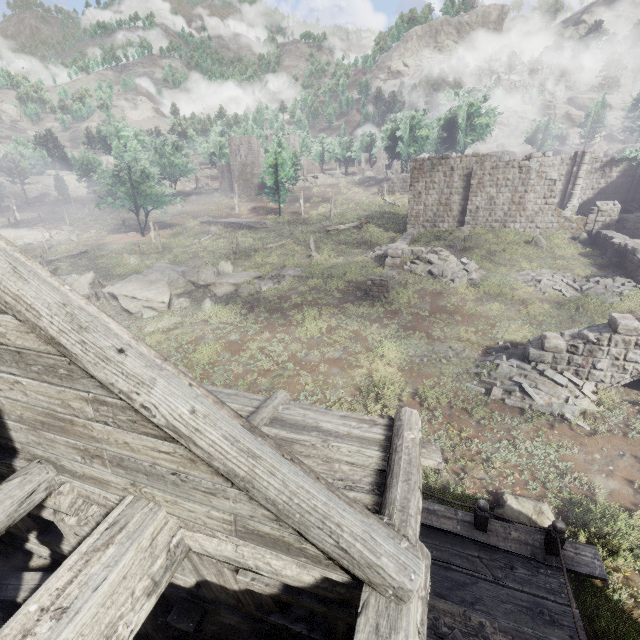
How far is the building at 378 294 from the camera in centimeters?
1755cm

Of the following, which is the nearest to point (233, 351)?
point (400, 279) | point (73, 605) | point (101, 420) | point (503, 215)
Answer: point (400, 279)

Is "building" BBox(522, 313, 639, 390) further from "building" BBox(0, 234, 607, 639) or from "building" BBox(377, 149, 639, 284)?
"building" BBox(0, 234, 607, 639)

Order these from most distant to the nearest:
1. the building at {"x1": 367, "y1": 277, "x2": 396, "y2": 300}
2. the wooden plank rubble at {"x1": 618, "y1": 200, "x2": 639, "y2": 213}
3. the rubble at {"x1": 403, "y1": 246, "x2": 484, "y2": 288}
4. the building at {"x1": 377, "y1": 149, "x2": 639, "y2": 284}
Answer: the wooden plank rubble at {"x1": 618, "y1": 200, "x2": 639, "y2": 213} < the building at {"x1": 377, "y1": 149, "x2": 639, "y2": 284} < the rubble at {"x1": 403, "y1": 246, "x2": 484, "y2": 288} < the building at {"x1": 367, "y1": 277, "x2": 396, "y2": 300}

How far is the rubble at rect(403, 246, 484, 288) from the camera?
19.26m

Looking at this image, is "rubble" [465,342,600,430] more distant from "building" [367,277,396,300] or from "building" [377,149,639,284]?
"building" [377,149,639,284]

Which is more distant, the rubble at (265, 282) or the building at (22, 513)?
the rubble at (265, 282)

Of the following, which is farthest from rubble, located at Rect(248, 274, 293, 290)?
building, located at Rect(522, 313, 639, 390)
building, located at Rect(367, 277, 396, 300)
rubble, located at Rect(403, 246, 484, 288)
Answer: building, located at Rect(522, 313, 639, 390)
